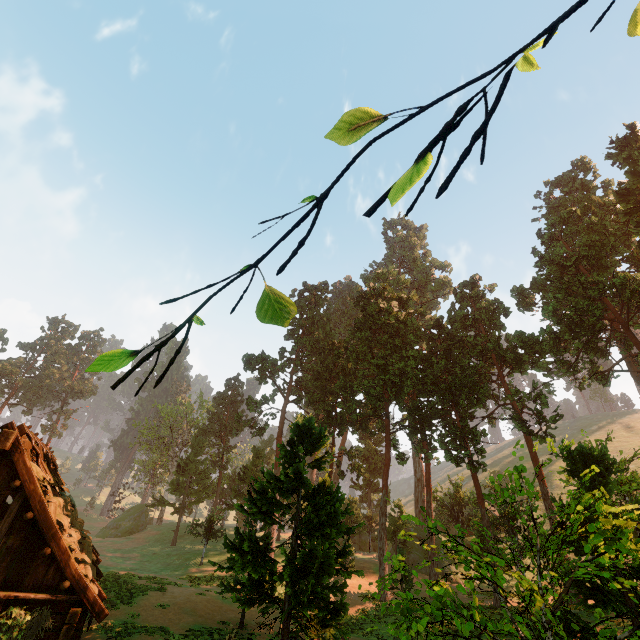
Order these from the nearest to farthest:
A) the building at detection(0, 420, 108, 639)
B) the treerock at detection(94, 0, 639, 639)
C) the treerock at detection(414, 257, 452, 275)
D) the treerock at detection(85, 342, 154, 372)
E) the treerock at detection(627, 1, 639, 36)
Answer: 1. the treerock at detection(627, 1, 639, 36)
2. the treerock at detection(85, 342, 154, 372)
3. the treerock at detection(94, 0, 639, 639)
4. the building at detection(0, 420, 108, 639)
5. the treerock at detection(414, 257, 452, 275)

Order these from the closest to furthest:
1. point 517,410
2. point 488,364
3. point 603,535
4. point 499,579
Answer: point 603,535 < point 499,579 < point 517,410 < point 488,364

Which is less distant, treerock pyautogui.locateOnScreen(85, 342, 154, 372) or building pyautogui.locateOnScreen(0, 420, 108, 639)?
treerock pyautogui.locateOnScreen(85, 342, 154, 372)

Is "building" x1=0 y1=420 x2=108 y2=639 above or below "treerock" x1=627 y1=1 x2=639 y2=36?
below

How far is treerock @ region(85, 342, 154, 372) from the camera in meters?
2.0

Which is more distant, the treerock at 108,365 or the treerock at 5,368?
the treerock at 5,368

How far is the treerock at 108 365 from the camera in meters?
2.0

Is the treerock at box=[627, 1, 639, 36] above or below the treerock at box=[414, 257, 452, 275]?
below
